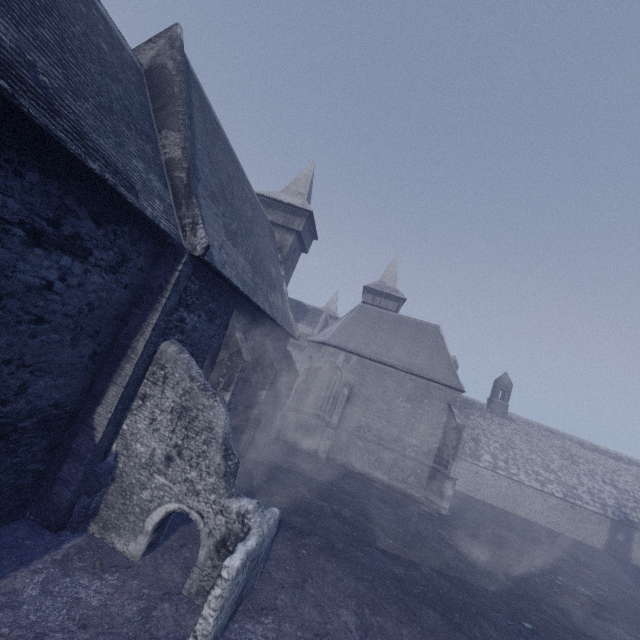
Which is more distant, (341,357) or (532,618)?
(341,357)
